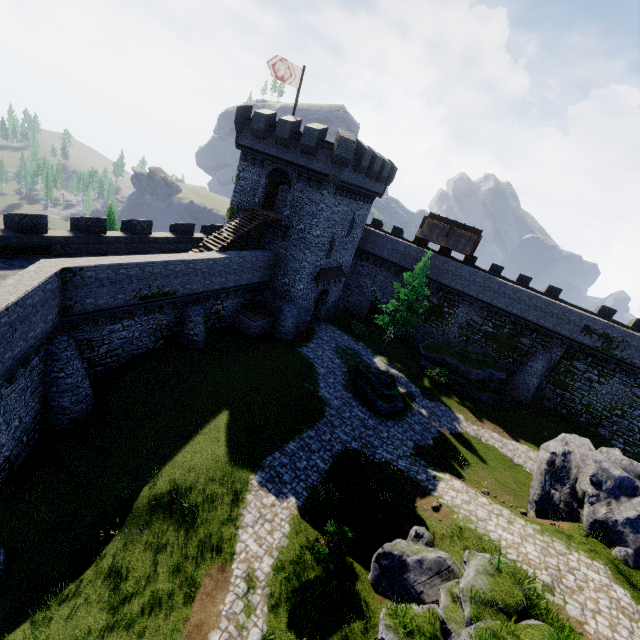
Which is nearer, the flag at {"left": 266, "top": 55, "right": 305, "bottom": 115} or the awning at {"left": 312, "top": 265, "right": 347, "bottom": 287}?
the flag at {"left": 266, "top": 55, "right": 305, "bottom": 115}

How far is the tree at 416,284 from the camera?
29.2m

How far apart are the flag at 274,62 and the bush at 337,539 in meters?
27.9 m

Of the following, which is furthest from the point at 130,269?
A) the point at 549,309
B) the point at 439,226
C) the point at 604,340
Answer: the point at 604,340

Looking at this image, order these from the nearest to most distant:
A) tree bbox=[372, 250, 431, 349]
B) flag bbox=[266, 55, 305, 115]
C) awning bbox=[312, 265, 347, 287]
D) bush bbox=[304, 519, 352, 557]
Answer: bush bbox=[304, 519, 352, 557] < flag bbox=[266, 55, 305, 115] < tree bbox=[372, 250, 431, 349] < awning bbox=[312, 265, 347, 287]

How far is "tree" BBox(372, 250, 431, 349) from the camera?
29.16m

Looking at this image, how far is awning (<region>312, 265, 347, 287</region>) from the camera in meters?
29.7 m

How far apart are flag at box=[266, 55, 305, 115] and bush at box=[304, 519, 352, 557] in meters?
27.9
